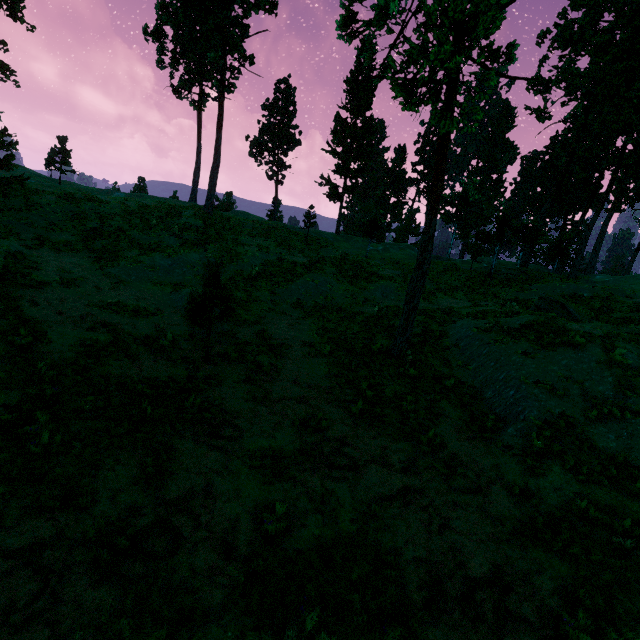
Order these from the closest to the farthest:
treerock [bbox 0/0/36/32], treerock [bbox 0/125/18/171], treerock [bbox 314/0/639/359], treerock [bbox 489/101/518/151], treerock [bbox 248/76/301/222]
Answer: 1. treerock [bbox 314/0/639/359]
2. treerock [bbox 0/125/18/171]
3. treerock [bbox 0/0/36/32]
4. treerock [bbox 248/76/301/222]
5. treerock [bbox 489/101/518/151]

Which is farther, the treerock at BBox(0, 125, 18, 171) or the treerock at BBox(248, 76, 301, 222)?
the treerock at BBox(248, 76, 301, 222)

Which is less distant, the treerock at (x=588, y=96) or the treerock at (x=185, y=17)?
the treerock at (x=588, y=96)

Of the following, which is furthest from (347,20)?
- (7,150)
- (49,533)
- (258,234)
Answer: (258,234)

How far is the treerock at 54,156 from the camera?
41.2m

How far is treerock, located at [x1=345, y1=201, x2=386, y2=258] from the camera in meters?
34.4
